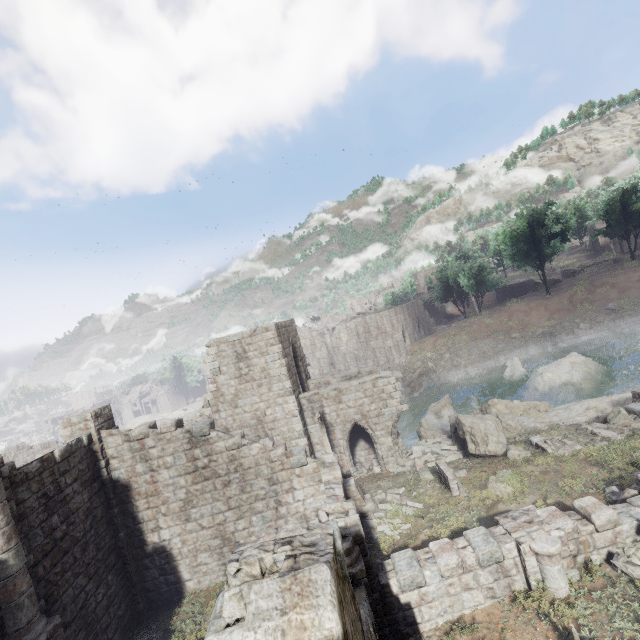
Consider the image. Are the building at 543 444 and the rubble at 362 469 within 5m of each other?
no

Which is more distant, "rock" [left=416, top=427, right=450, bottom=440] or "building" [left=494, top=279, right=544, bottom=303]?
"building" [left=494, top=279, right=544, bottom=303]

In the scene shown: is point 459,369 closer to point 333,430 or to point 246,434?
point 333,430

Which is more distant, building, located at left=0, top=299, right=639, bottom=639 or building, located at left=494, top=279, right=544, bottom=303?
building, located at left=494, top=279, right=544, bottom=303

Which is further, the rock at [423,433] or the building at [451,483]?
the rock at [423,433]

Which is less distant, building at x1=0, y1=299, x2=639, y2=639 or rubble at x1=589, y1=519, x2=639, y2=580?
building at x1=0, y1=299, x2=639, y2=639

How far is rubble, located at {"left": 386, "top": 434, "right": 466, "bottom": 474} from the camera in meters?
17.0 m

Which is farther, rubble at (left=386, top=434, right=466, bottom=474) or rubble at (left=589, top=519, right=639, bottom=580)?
rubble at (left=386, top=434, right=466, bottom=474)
